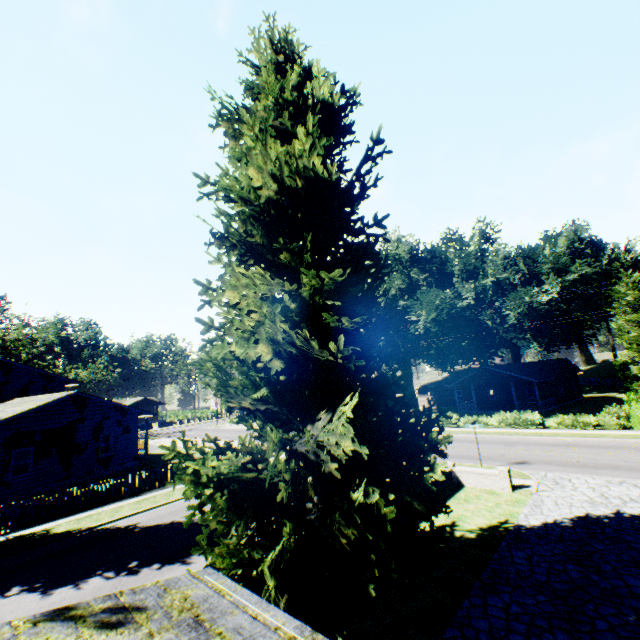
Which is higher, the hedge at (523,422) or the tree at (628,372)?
the tree at (628,372)

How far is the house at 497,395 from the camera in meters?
38.9 m

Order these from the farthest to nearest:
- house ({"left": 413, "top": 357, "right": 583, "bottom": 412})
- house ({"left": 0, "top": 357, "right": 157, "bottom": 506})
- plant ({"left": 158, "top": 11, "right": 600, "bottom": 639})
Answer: house ({"left": 413, "top": 357, "right": 583, "bottom": 412}) < house ({"left": 0, "top": 357, "right": 157, "bottom": 506}) < plant ({"left": 158, "top": 11, "right": 600, "bottom": 639})

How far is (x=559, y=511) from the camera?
11.91m

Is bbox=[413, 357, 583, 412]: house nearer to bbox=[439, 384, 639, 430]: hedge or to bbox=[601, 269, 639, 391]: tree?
bbox=[601, 269, 639, 391]: tree

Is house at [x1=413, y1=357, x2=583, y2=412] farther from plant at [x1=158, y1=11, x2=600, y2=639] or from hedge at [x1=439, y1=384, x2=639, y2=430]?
hedge at [x1=439, y1=384, x2=639, y2=430]

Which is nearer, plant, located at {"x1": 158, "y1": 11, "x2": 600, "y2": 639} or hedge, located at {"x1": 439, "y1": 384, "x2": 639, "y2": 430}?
plant, located at {"x1": 158, "y1": 11, "x2": 600, "y2": 639}

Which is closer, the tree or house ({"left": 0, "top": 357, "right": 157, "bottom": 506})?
house ({"left": 0, "top": 357, "right": 157, "bottom": 506})
